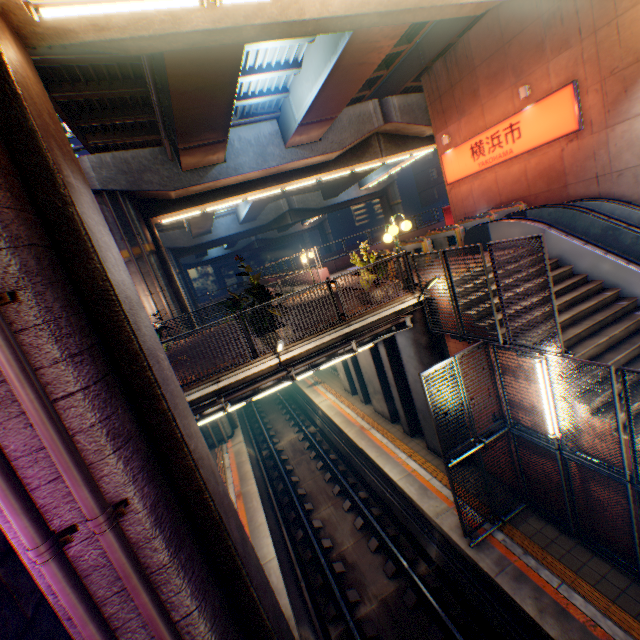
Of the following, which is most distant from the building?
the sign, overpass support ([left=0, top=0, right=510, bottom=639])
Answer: the sign

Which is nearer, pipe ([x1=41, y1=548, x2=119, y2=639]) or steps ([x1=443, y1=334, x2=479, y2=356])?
pipe ([x1=41, y1=548, x2=119, y2=639])

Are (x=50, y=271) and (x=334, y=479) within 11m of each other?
no

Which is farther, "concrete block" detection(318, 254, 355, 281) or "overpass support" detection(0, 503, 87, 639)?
"concrete block" detection(318, 254, 355, 281)

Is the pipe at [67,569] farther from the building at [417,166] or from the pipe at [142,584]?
the building at [417,166]

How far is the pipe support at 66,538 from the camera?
3.17m

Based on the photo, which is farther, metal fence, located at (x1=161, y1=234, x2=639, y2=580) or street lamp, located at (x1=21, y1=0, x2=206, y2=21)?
metal fence, located at (x1=161, y1=234, x2=639, y2=580)

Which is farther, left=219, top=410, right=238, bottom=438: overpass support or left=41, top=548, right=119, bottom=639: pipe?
left=219, top=410, right=238, bottom=438: overpass support
